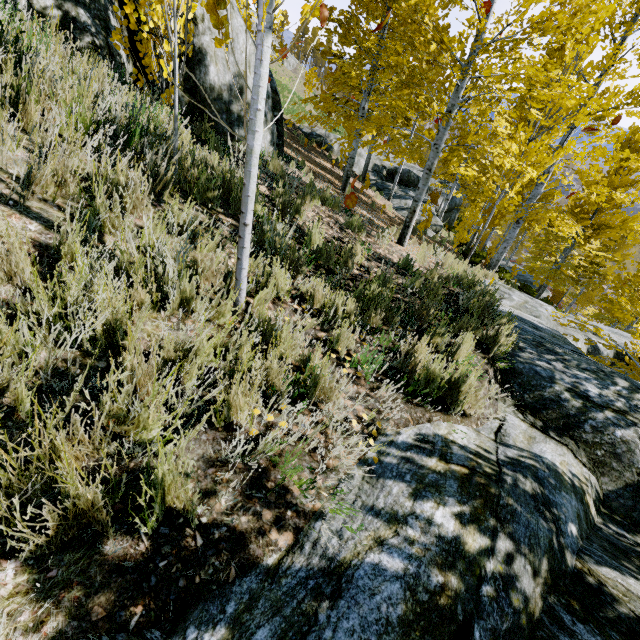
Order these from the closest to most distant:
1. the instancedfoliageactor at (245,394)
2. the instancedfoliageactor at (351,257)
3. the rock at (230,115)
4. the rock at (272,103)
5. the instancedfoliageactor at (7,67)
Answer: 1. the instancedfoliageactor at (245,394)
2. the instancedfoliageactor at (7,67)
3. the instancedfoliageactor at (351,257)
4. the rock at (230,115)
5. the rock at (272,103)

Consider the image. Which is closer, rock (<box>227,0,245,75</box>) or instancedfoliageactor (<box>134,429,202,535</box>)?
instancedfoliageactor (<box>134,429,202,535</box>)

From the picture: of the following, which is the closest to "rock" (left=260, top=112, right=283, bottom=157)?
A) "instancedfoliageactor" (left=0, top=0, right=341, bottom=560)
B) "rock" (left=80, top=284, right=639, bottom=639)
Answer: "instancedfoliageactor" (left=0, top=0, right=341, bottom=560)

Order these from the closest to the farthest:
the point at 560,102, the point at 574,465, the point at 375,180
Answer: the point at 574,465
the point at 560,102
the point at 375,180

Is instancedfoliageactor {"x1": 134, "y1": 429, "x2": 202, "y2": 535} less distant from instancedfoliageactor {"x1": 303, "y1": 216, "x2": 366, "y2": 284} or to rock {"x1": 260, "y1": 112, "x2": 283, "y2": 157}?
instancedfoliageactor {"x1": 303, "y1": 216, "x2": 366, "y2": 284}

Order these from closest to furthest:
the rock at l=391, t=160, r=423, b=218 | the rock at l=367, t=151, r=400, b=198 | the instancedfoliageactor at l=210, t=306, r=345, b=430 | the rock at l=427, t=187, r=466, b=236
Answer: the instancedfoliageactor at l=210, t=306, r=345, b=430
the rock at l=427, t=187, r=466, b=236
the rock at l=391, t=160, r=423, b=218
the rock at l=367, t=151, r=400, b=198

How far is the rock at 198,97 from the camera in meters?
6.1 m

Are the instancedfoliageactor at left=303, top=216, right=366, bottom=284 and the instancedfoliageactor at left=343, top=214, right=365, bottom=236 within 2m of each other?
yes
